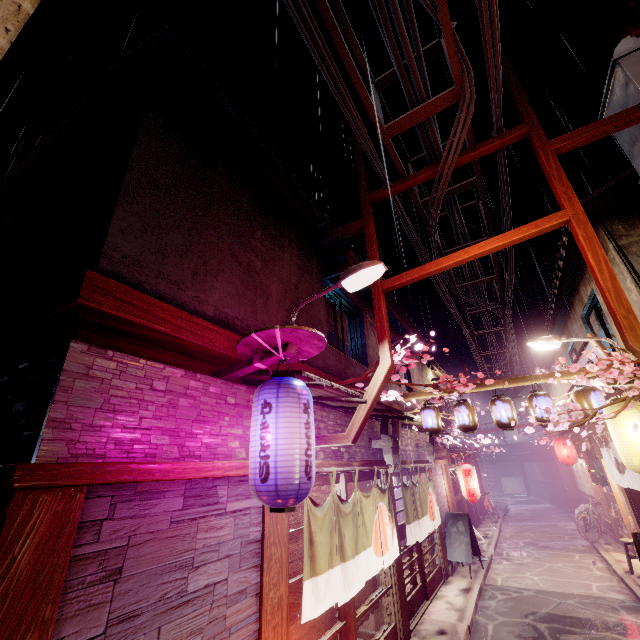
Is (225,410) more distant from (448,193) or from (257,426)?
(448,193)

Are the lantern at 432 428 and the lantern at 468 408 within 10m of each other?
yes

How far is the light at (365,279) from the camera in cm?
823

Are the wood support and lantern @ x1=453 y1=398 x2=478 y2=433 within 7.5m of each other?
no

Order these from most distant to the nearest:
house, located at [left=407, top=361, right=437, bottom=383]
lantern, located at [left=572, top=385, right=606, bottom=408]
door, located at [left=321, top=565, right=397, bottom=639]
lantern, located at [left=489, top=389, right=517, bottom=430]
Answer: house, located at [left=407, top=361, right=437, bottom=383], lantern, located at [left=489, top=389, right=517, bottom=430], lantern, located at [left=572, top=385, right=606, bottom=408], door, located at [left=321, top=565, right=397, bottom=639]

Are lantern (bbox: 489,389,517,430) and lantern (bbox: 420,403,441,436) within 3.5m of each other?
yes

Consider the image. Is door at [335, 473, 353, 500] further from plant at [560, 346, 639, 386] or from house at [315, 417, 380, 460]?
plant at [560, 346, 639, 386]

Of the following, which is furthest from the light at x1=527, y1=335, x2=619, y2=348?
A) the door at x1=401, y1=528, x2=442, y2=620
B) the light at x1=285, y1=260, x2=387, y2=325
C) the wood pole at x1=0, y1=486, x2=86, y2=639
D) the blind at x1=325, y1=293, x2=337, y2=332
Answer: the wood pole at x1=0, y1=486, x2=86, y2=639
